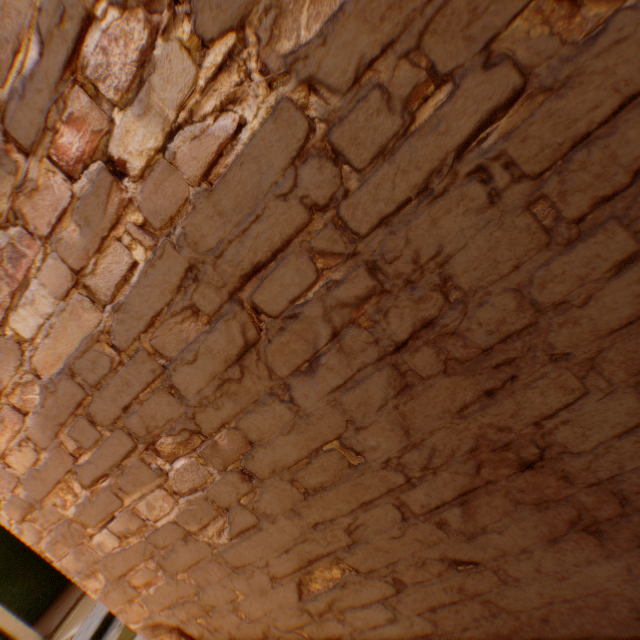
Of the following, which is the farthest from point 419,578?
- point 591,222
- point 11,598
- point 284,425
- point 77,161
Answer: point 11,598
